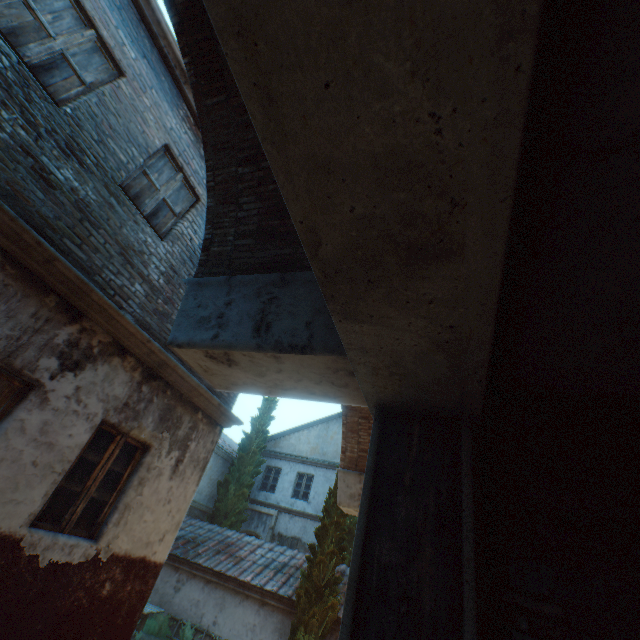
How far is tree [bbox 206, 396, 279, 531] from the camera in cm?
1625

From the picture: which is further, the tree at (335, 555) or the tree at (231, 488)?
the tree at (231, 488)

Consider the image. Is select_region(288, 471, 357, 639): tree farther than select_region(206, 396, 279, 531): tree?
No

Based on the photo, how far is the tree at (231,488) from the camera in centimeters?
1625cm

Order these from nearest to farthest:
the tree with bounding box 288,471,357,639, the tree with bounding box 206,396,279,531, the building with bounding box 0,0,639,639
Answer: the building with bounding box 0,0,639,639
the tree with bounding box 288,471,357,639
the tree with bounding box 206,396,279,531

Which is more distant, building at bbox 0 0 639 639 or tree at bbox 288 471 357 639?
tree at bbox 288 471 357 639

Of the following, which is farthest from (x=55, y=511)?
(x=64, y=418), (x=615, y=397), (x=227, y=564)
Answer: (x=227, y=564)
